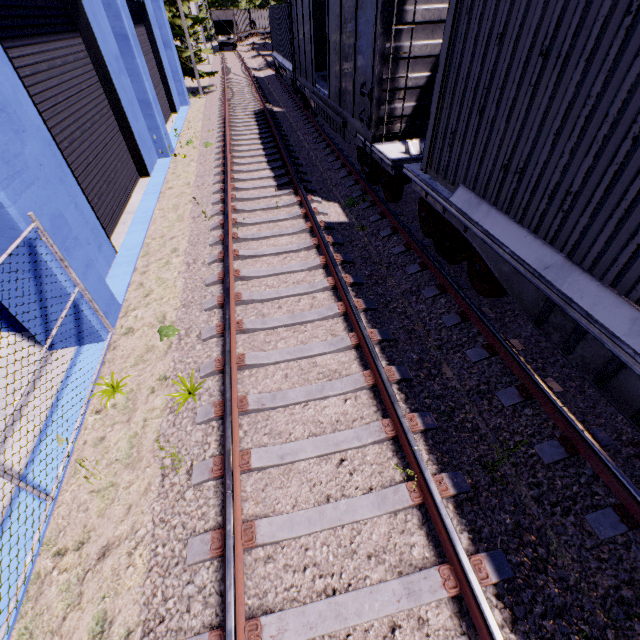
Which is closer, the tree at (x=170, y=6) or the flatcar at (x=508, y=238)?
the flatcar at (x=508, y=238)

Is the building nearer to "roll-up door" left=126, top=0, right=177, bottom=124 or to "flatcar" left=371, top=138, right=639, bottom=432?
"roll-up door" left=126, top=0, right=177, bottom=124

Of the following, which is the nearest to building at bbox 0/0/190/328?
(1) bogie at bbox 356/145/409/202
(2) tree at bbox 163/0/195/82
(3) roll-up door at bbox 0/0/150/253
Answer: (3) roll-up door at bbox 0/0/150/253

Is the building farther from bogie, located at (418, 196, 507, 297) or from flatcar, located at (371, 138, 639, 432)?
bogie, located at (418, 196, 507, 297)

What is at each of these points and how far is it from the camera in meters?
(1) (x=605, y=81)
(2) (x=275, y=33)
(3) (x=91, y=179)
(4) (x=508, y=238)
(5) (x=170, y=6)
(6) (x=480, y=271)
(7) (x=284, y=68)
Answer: (1) cargo container, 3.0
(2) cargo container, 22.2
(3) roll-up door, 7.6
(4) flatcar, 4.3
(5) tree, 19.5
(6) bogie, 5.1
(7) flatcar, 19.5

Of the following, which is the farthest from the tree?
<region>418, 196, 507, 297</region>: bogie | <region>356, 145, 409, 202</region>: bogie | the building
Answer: <region>418, 196, 507, 297</region>: bogie

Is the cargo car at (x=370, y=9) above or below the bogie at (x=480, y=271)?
above

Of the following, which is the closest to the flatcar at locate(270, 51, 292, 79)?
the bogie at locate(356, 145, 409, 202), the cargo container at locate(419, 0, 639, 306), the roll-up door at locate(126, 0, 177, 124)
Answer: the roll-up door at locate(126, 0, 177, 124)
